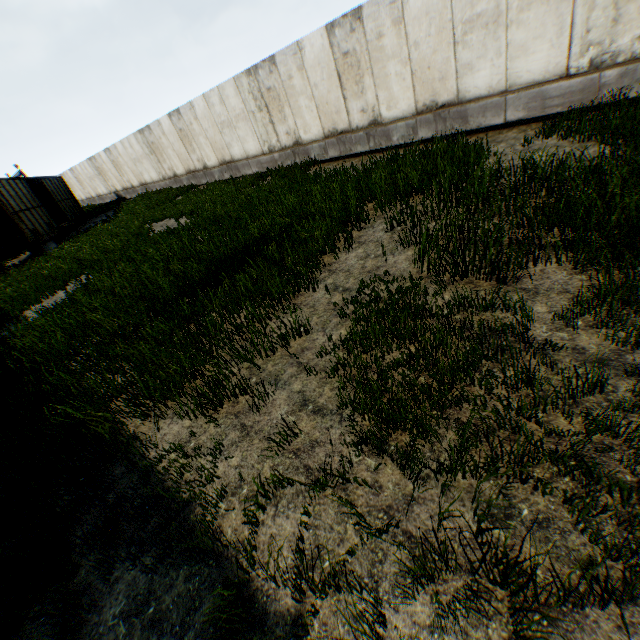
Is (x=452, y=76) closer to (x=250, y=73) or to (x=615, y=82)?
(x=615, y=82)
